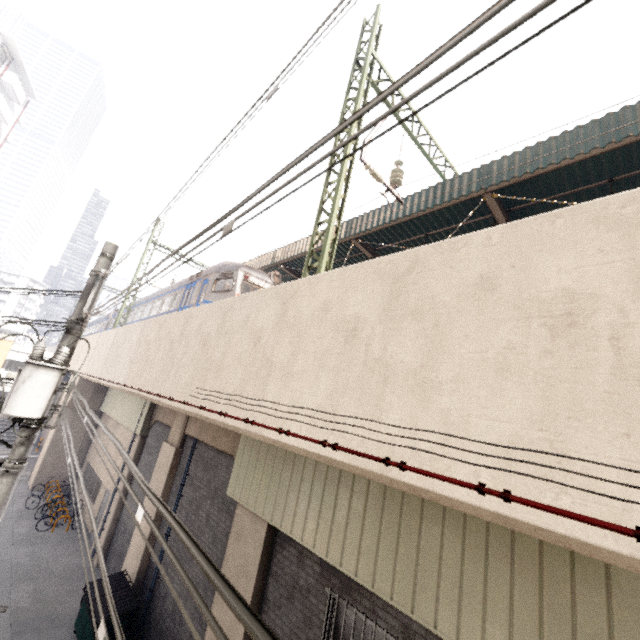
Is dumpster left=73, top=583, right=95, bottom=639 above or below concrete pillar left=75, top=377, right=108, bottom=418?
below

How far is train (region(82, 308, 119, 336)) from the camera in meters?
26.1 m

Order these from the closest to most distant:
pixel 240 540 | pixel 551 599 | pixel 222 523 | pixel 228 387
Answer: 1. pixel 551 599
2. pixel 228 387
3. pixel 240 540
4. pixel 222 523

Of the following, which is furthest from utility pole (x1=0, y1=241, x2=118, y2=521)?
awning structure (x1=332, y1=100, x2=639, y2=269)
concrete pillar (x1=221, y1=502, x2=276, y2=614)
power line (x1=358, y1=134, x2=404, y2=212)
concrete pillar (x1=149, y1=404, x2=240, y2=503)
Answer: awning structure (x1=332, y1=100, x2=639, y2=269)

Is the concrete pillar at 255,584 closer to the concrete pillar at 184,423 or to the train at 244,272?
the concrete pillar at 184,423

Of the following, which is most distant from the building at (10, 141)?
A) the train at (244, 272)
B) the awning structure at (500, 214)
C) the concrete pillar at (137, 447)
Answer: the awning structure at (500, 214)

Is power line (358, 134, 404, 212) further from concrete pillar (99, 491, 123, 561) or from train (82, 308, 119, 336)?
train (82, 308, 119, 336)

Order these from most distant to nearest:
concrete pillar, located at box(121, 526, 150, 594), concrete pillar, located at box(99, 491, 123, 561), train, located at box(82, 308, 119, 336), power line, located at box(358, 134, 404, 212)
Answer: train, located at box(82, 308, 119, 336)
concrete pillar, located at box(99, 491, 123, 561)
concrete pillar, located at box(121, 526, 150, 594)
power line, located at box(358, 134, 404, 212)
